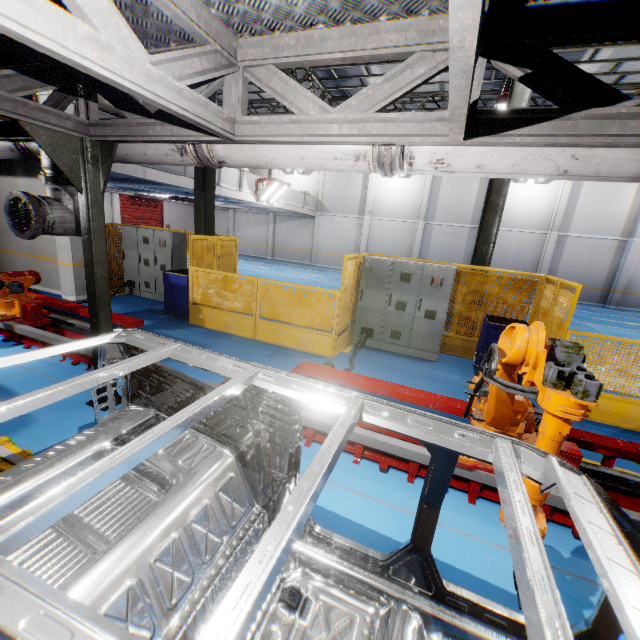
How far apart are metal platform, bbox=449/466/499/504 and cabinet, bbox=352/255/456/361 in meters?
3.0 m

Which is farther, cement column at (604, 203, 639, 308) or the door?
the door

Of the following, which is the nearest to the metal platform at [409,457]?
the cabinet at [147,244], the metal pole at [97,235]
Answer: the metal pole at [97,235]

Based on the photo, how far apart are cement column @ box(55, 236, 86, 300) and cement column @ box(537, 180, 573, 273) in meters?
23.6

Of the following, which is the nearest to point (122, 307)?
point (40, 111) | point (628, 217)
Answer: point (40, 111)

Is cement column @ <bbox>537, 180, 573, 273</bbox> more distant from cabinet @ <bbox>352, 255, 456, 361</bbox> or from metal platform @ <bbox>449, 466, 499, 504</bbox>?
metal platform @ <bbox>449, 466, 499, 504</bbox>

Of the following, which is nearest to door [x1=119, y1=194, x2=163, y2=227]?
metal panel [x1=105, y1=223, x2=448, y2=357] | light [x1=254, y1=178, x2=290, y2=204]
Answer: light [x1=254, y1=178, x2=290, y2=204]

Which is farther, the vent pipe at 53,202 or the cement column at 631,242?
the cement column at 631,242
